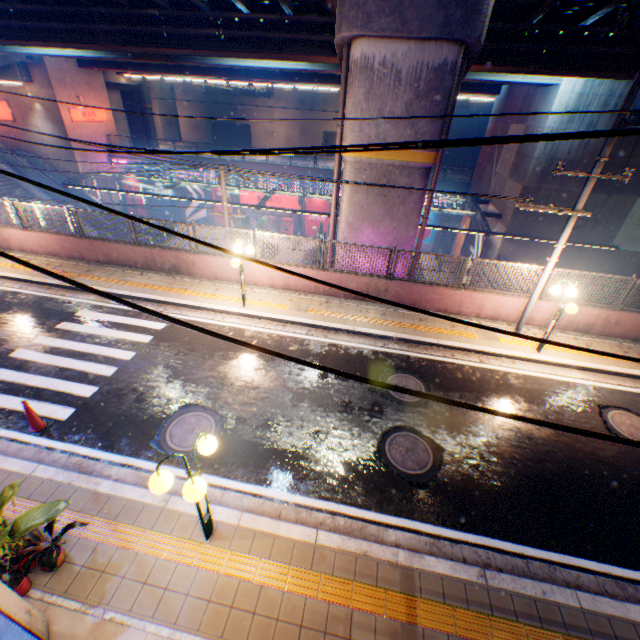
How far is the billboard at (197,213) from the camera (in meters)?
35.69

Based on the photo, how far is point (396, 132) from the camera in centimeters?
1052cm

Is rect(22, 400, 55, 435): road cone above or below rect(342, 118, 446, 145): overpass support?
below

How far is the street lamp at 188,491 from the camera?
3.9 meters

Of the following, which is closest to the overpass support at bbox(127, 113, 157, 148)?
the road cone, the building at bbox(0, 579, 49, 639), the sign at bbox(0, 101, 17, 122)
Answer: the sign at bbox(0, 101, 17, 122)

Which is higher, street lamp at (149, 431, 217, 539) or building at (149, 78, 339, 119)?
building at (149, 78, 339, 119)

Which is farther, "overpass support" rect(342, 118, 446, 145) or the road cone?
"overpass support" rect(342, 118, 446, 145)

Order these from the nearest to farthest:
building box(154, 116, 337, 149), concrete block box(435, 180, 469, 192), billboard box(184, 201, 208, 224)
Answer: concrete block box(435, 180, 469, 192) → billboard box(184, 201, 208, 224) → building box(154, 116, 337, 149)
